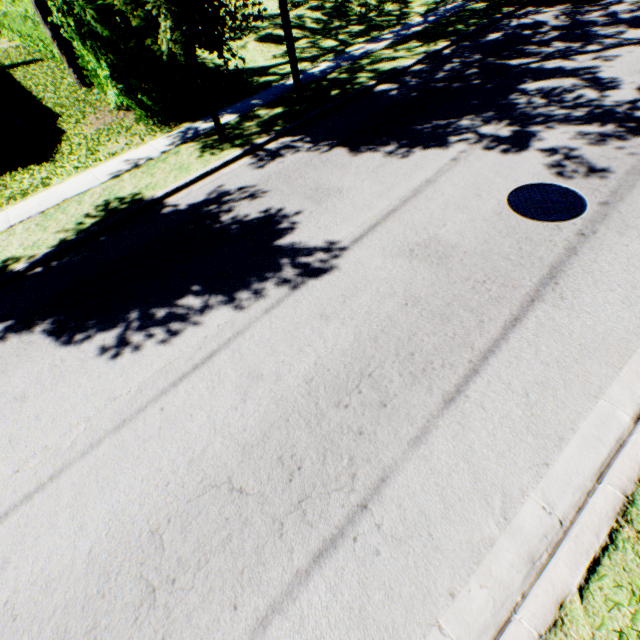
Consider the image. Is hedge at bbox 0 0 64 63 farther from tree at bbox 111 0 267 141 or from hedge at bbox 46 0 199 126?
tree at bbox 111 0 267 141

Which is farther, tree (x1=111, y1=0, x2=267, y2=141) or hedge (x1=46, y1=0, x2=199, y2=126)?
hedge (x1=46, y1=0, x2=199, y2=126)

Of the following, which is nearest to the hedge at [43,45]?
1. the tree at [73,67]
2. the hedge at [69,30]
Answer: the hedge at [69,30]

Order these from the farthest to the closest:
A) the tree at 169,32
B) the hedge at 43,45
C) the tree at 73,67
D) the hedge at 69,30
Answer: the hedge at 43,45, the tree at 73,67, the hedge at 69,30, the tree at 169,32

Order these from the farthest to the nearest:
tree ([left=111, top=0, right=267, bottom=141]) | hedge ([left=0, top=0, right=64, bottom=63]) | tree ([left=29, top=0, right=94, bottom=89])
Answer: hedge ([left=0, top=0, right=64, bottom=63])
tree ([left=29, top=0, right=94, bottom=89])
tree ([left=111, top=0, right=267, bottom=141])

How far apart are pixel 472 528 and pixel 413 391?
1.4 meters

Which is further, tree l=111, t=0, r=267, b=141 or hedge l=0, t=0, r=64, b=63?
hedge l=0, t=0, r=64, b=63

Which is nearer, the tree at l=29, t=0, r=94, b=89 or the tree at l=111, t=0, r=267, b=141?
the tree at l=111, t=0, r=267, b=141
